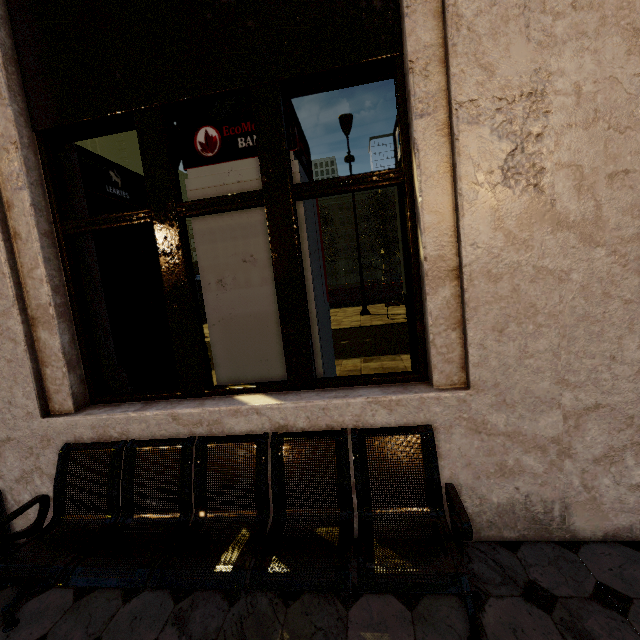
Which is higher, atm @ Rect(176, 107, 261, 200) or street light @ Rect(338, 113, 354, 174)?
street light @ Rect(338, 113, 354, 174)

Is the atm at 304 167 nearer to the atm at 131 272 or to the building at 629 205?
the building at 629 205

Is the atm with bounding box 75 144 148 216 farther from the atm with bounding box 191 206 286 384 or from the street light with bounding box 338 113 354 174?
the street light with bounding box 338 113 354 174

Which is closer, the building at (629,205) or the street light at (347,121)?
the building at (629,205)

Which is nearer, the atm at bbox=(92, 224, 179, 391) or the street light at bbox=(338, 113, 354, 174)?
the atm at bbox=(92, 224, 179, 391)

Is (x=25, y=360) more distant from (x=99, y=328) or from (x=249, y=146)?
(x=249, y=146)
